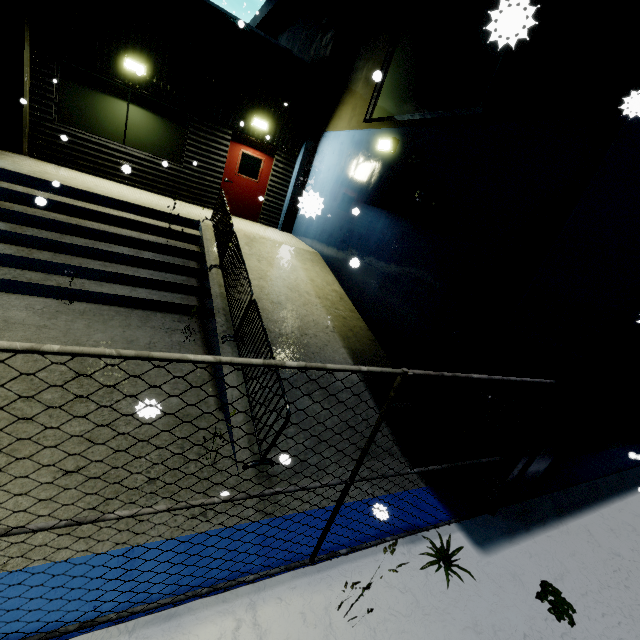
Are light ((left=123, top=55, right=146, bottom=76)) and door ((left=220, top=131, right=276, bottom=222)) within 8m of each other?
yes

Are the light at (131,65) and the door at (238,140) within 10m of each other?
yes

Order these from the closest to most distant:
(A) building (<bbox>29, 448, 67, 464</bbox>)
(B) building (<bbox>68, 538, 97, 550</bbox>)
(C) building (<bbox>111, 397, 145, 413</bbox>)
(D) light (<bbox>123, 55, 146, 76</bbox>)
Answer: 1. (C) building (<bbox>111, 397, 145, 413</bbox>)
2. (B) building (<bbox>68, 538, 97, 550</bbox>)
3. (A) building (<bbox>29, 448, 67, 464</bbox>)
4. (D) light (<bbox>123, 55, 146, 76</bbox>)

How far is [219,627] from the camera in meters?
2.3 m

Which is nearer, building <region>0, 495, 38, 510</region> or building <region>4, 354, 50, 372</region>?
building <region>0, 495, 38, 510</region>

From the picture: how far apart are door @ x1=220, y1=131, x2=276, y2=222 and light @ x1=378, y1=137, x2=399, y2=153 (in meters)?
4.81

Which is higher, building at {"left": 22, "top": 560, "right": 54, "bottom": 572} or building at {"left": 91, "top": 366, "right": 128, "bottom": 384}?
building at {"left": 91, "top": 366, "right": 128, "bottom": 384}

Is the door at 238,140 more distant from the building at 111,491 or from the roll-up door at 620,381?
the roll-up door at 620,381
